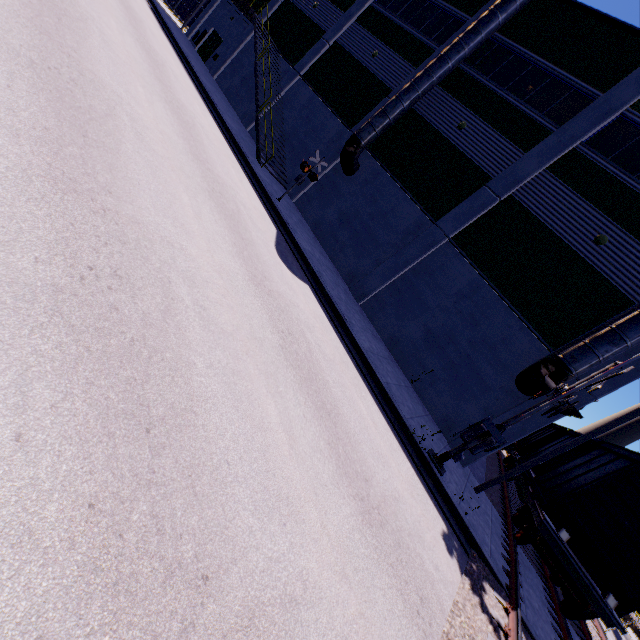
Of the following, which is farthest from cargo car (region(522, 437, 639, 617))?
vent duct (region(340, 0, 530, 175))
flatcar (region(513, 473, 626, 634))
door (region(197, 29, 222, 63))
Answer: door (region(197, 29, 222, 63))

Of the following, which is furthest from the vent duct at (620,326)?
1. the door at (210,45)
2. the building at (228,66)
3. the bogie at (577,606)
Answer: the door at (210,45)

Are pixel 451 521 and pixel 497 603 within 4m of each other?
yes

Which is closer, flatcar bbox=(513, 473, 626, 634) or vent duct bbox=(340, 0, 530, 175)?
flatcar bbox=(513, 473, 626, 634)

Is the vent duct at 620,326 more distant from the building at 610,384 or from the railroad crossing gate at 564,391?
the railroad crossing gate at 564,391

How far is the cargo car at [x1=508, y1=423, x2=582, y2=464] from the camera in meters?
17.9

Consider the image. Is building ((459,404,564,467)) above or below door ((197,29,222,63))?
above

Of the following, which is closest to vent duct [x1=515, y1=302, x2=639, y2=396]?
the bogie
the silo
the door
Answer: the bogie
